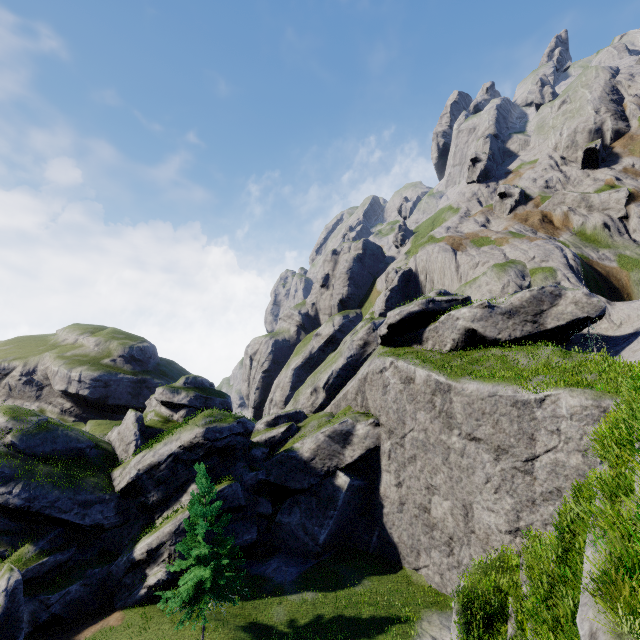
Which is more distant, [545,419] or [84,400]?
[84,400]
